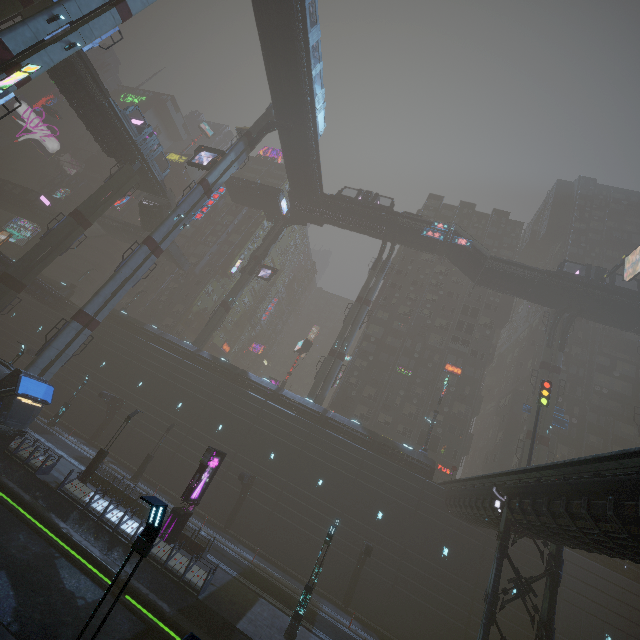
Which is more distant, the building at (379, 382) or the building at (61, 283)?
the building at (61, 283)

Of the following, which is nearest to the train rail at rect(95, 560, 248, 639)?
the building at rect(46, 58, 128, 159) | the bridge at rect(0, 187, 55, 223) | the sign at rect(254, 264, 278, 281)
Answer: the sign at rect(254, 264, 278, 281)

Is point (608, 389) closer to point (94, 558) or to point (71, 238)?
point (94, 558)

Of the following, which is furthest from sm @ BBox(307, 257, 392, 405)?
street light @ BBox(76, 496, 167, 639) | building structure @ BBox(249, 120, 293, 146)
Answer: street light @ BBox(76, 496, 167, 639)

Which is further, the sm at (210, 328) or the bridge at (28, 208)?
the bridge at (28, 208)

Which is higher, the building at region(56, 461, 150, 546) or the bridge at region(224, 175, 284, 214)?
the bridge at region(224, 175, 284, 214)

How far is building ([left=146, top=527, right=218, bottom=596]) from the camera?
16.5 meters
